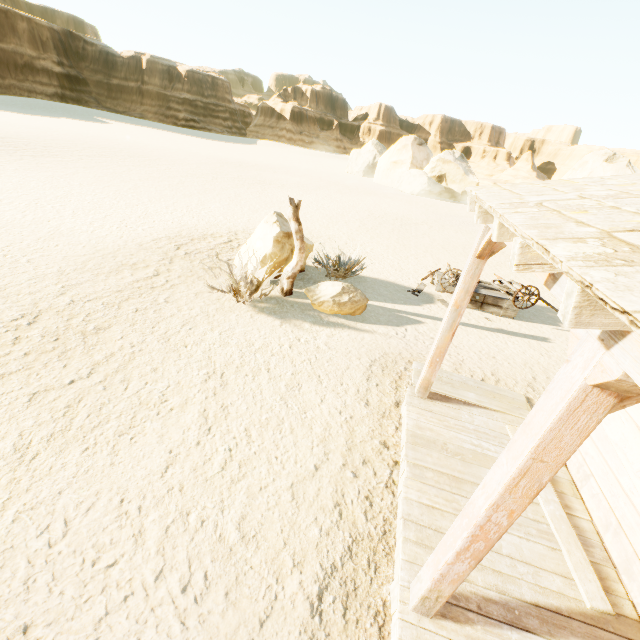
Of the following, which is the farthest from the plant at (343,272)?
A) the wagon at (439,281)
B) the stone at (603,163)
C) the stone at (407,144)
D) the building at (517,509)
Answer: the stone at (603,163)

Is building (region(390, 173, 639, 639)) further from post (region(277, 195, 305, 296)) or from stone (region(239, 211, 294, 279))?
stone (region(239, 211, 294, 279))

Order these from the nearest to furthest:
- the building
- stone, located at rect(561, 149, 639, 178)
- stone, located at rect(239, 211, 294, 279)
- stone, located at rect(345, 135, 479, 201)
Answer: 1. the building
2. stone, located at rect(239, 211, 294, 279)
3. stone, located at rect(561, 149, 639, 178)
4. stone, located at rect(345, 135, 479, 201)

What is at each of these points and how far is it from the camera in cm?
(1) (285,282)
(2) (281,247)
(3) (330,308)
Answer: (1) post, 802
(2) stone, 831
(3) stone, 742

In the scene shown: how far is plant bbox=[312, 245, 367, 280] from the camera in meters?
8.7

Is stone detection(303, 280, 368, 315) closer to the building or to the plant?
the plant

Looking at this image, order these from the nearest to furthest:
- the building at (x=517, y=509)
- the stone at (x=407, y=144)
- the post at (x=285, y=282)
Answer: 1. the building at (x=517, y=509)
2. the post at (x=285, y=282)
3. the stone at (x=407, y=144)

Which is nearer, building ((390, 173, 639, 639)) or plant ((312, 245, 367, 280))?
building ((390, 173, 639, 639))
